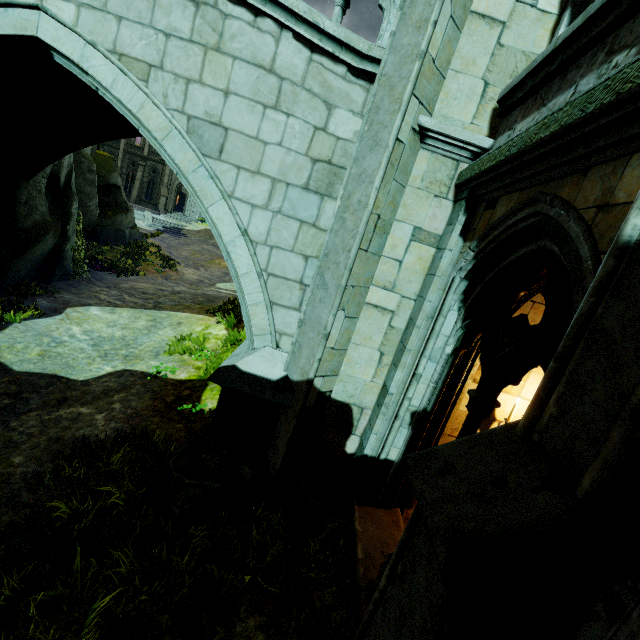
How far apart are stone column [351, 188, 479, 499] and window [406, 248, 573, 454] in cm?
5

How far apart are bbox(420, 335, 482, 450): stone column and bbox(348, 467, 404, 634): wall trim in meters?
0.0

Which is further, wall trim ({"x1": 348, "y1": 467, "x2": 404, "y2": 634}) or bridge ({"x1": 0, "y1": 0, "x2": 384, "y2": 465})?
bridge ({"x1": 0, "y1": 0, "x2": 384, "y2": 465})

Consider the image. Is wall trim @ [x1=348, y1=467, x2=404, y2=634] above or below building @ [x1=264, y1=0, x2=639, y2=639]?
below

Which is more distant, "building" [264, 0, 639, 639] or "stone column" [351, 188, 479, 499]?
"stone column" [351, 188, 479, 499]

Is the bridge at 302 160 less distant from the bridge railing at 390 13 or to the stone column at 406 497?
the bridge railing at 390 13

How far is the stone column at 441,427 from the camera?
4.1m

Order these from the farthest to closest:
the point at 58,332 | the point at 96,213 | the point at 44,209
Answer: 1. the point at 96,213
2. the point at 44,209
3. the point at 58,332
